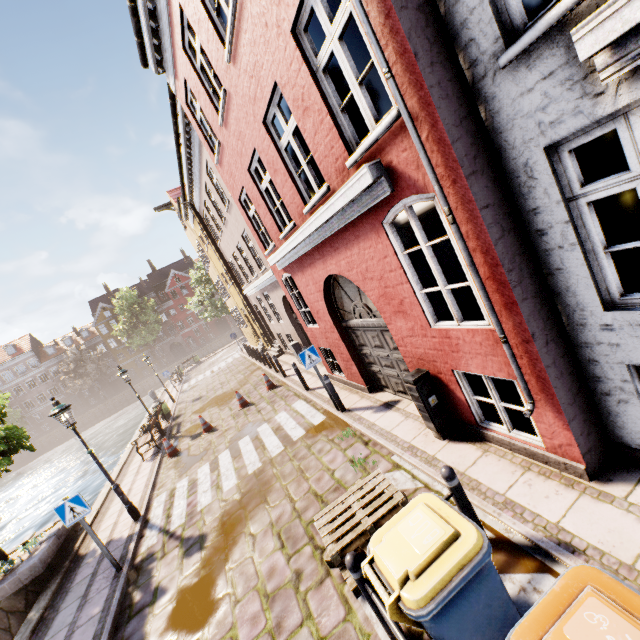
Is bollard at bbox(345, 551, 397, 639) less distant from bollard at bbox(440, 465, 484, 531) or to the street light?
bollard at bbox(440, 465, 484, 531)

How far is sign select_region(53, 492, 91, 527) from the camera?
6.4 meters

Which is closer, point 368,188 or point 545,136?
point 545,136

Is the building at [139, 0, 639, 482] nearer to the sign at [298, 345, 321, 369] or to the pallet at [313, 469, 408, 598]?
the sign at [298, 345, 321, 369]

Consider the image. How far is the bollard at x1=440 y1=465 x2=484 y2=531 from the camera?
3.6 meters

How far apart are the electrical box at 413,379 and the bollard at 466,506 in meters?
1.8 m

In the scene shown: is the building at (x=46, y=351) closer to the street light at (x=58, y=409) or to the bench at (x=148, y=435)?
the bench at (x=148, y=435)

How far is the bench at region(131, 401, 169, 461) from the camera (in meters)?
13.09
